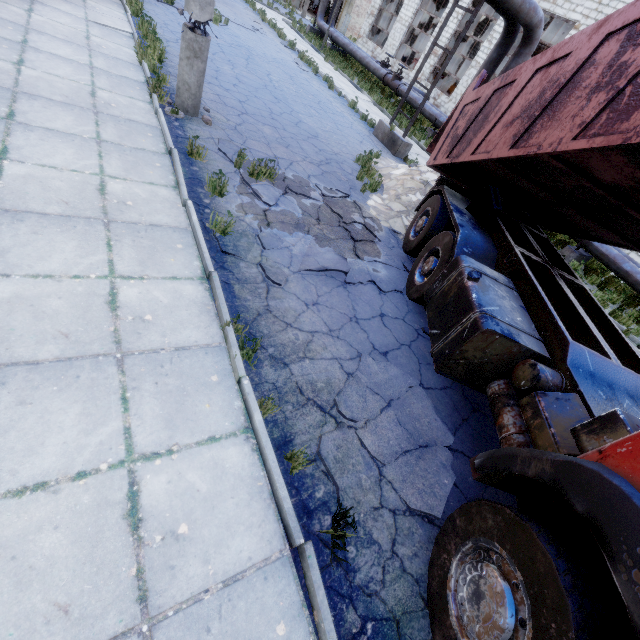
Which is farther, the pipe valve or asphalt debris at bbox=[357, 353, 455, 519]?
the pipe valve

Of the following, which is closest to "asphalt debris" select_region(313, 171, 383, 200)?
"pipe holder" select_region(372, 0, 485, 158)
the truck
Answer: the truck

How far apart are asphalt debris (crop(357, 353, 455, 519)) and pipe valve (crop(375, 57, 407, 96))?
20.68m

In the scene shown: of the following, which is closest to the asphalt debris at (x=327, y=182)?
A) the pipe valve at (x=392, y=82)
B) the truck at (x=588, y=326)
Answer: the truck at (x=588, y=326)

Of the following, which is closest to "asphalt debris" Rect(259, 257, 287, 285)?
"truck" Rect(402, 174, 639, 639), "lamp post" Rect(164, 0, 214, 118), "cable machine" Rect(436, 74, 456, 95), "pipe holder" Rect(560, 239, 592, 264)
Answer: "truck" Rect(402, 174, 639, 639)

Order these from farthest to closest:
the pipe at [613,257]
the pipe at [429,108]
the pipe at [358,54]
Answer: the pipe at [358,54]
the pipe at [429,108]
the pipe at [613,257]

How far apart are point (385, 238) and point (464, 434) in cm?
435
